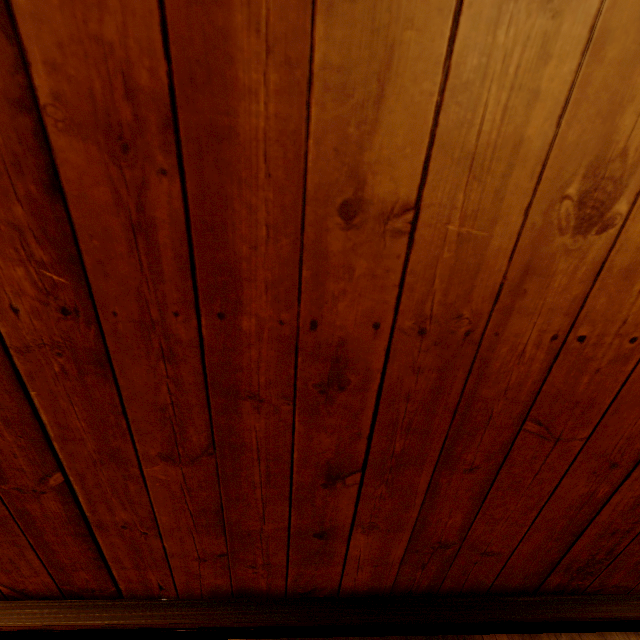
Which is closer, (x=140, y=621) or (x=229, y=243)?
(x=229, y=243)
